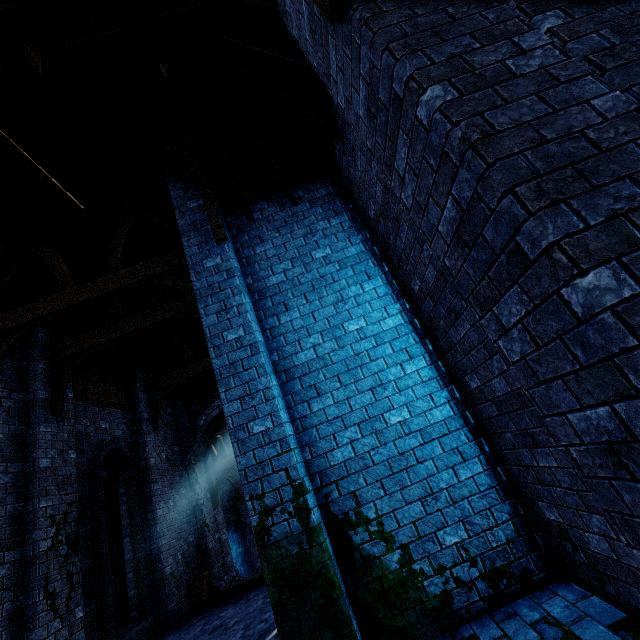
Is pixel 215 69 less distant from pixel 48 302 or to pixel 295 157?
pixel 295 157

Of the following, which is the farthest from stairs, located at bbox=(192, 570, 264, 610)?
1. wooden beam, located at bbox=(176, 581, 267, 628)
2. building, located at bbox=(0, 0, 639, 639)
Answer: building, located at bbox=(0, 0, 639, 639)

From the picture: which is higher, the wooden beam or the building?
the building

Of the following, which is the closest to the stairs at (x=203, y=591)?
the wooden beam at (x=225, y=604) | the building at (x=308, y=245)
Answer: the wooden beam at (x=225, y=604)

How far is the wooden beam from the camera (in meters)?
8.00

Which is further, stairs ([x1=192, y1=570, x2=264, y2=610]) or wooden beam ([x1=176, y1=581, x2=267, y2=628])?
stairs ([x1=192, y1=570, x2=264, y2=610])

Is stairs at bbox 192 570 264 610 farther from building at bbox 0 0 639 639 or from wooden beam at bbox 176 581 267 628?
building at bbox 0 0 639 639

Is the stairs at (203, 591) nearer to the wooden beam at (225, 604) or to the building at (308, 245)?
the wooden beam at (225, 604)
